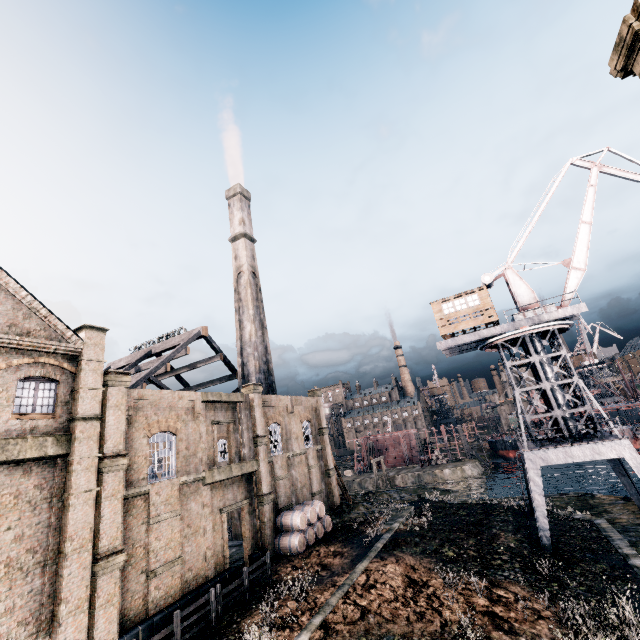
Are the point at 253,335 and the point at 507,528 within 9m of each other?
no

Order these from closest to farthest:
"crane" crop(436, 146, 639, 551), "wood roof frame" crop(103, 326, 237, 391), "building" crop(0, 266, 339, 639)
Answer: "building" crop(0, 266, 339, 639)
"crane" crop(436, 146, 639, 551)
"wood roof frame" crop(103, 326, 237, 391)

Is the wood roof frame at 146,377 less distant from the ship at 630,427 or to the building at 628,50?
the building at 628,50

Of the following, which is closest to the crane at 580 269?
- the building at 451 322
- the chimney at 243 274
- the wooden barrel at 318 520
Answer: the building at 451 322

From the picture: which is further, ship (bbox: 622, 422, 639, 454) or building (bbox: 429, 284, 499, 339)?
ship (bbox: 622, 422, 639, 454)

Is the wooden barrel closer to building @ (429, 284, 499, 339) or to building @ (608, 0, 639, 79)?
building @ (429, 284, 499, 339)

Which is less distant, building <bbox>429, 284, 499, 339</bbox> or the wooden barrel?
the wooden barrel

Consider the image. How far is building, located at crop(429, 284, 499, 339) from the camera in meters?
26.1
